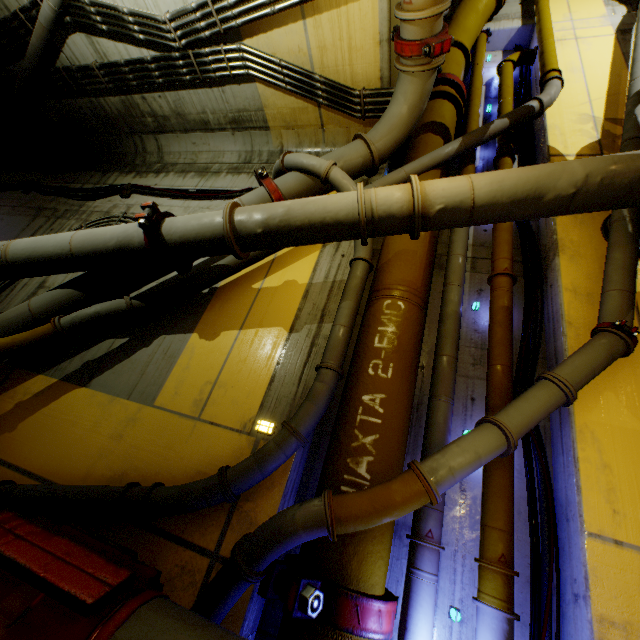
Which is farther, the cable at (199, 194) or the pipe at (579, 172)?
the cable at (199, 194)

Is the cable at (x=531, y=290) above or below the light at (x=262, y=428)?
above

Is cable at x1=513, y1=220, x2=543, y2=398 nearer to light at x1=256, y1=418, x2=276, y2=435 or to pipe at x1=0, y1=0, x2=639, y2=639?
pipe at x1=0, y1=0, x2=639, y2=639

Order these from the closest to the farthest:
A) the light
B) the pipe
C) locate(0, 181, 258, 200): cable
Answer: the pipe
the light
locate(0, 181, 258, 200): cable

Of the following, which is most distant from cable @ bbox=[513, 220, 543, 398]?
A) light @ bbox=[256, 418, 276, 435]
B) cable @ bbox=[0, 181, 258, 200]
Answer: cable @ bbox=[0, 181, 258, 200]

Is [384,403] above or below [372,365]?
below

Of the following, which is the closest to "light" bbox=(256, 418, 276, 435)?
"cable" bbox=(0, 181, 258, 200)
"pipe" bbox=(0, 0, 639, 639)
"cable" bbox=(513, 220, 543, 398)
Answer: "pipe" bbox=(0, 0, 639, 639)

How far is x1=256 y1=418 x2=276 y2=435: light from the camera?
3.3 meters
